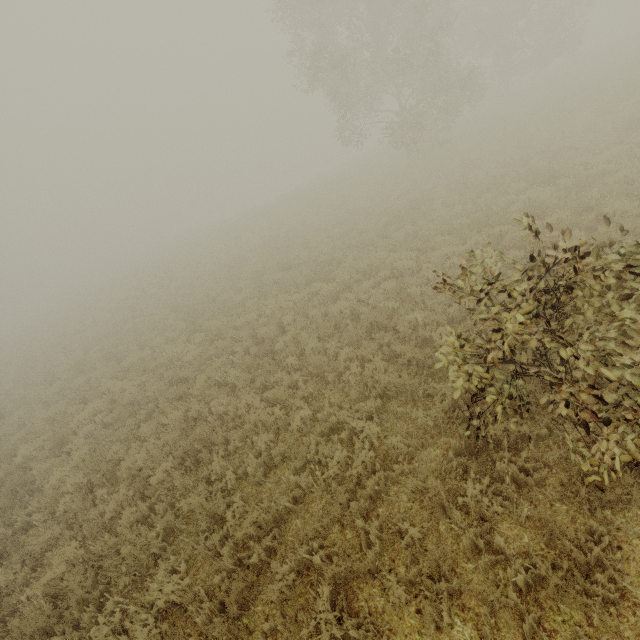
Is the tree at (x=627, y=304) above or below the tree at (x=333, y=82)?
below

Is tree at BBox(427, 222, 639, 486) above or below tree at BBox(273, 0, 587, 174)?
below

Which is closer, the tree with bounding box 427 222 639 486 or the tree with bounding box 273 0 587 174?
the tree with bounding box 427 222 639 486

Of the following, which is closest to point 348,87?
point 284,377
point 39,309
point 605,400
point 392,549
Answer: point 284,377

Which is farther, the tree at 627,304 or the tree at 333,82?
the tree at 333,82
